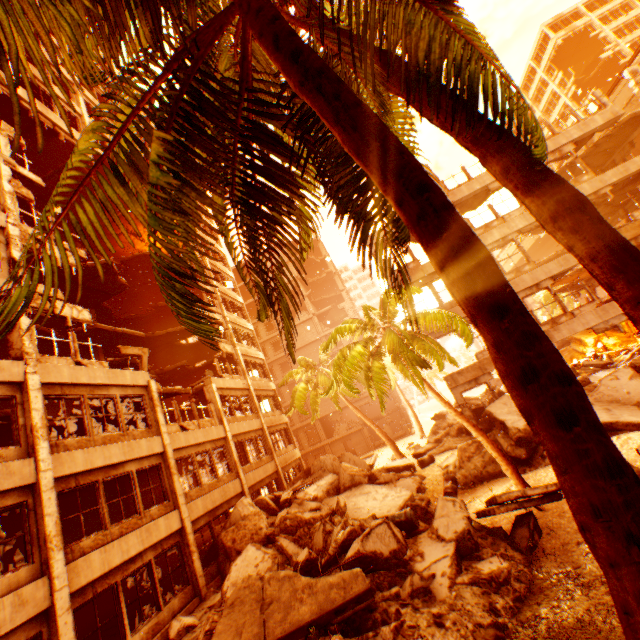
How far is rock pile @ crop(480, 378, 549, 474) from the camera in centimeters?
1202cm

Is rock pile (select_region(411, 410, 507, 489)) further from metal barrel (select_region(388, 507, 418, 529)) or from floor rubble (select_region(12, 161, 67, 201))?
floor rubble (select_region(12, 161, 67, 201))

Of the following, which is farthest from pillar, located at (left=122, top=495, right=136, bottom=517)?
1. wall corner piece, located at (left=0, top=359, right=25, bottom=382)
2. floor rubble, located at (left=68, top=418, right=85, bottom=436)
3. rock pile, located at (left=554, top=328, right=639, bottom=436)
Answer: wall corner piece, located at (left=0, top=359, right=25, bottom=382)

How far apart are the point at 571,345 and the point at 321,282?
32.21m

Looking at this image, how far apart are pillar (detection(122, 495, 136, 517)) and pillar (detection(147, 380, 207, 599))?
8.1 meters

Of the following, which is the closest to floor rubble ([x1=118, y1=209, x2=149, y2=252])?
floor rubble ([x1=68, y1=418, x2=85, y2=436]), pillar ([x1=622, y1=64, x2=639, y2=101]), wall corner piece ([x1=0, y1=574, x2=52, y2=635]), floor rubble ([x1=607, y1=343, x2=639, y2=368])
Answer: floor rubble ([x1=68, y1=418, x2=85, y2=436])

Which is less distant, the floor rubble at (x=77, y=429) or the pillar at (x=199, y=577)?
the pillar at (x=199, y=577)

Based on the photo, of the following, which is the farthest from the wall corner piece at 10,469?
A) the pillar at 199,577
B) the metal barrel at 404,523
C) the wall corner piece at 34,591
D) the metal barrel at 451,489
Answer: the metal barrel at 451,489
